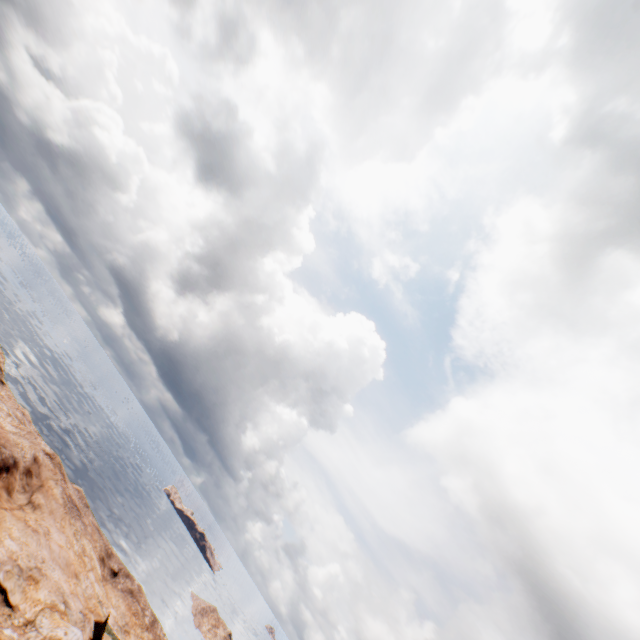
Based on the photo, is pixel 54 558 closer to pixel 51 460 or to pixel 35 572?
pixel 35 572
